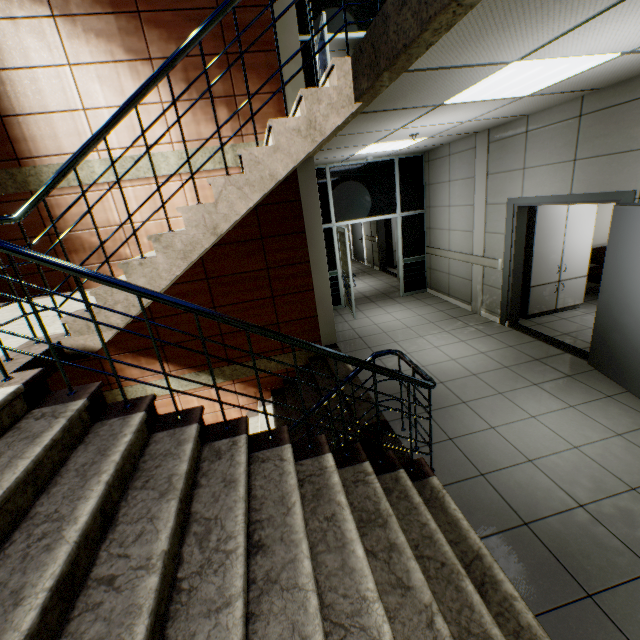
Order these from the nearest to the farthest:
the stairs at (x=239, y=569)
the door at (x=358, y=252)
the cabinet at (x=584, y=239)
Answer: the stairs at (x=239, y=569) → the cabinet at (x=584, y=239) → the door at (x=358, y=252)

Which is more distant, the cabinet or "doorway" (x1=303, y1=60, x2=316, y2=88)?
"doorway" (x1=303, y1=60, x2=316, y2=88)

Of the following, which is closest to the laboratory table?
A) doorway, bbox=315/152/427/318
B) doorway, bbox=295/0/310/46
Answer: doorway, bbox=315/152/427/318

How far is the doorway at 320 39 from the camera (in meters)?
5.46

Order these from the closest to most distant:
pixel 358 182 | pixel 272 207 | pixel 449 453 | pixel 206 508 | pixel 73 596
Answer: pixel 73 596
pixel 206 508
pixel 449 453
pixel 272 207
pixel 358 182

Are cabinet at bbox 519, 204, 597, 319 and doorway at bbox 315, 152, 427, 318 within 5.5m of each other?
yes

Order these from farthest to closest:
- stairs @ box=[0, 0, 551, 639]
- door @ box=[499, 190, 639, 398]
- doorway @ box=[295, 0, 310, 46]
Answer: doorway @ box=[295, 0, 310, 46] → door @ box=[499, 190, 639, 398] → stairs @ box=[0, 0, 551, 639]

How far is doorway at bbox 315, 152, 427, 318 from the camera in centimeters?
709cm
